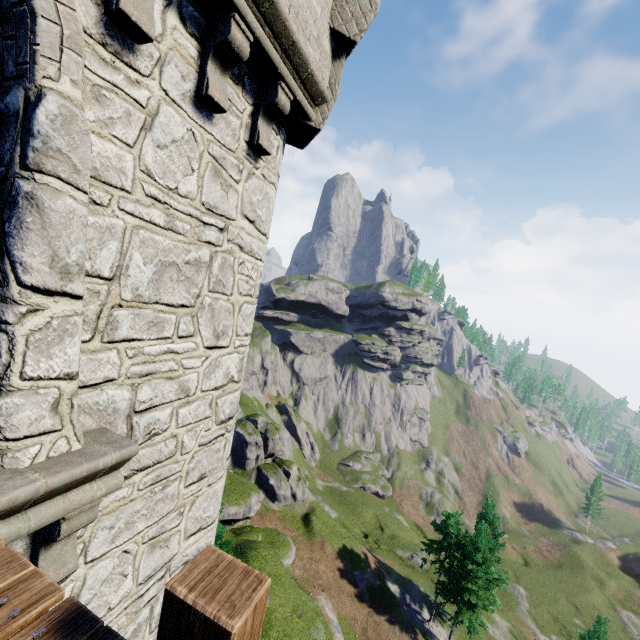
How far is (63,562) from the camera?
3.0m

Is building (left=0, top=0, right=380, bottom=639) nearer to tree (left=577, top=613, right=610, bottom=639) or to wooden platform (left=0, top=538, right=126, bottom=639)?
wooden platform (left=0, top=538, right=126, bottom=639)

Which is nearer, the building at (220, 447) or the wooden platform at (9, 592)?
the wooden platform at (9, 592)

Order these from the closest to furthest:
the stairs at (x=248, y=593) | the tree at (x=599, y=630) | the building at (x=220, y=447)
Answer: the stairs at (x=248, y=593)
the building at (x=220, y=447)
the tree at (x=599, y=630)

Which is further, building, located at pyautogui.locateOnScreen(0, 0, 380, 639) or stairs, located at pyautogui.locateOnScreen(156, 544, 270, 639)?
building, located at pyautogui.locateOnScreen(0, 0, 380, 639)

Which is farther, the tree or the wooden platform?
the tree

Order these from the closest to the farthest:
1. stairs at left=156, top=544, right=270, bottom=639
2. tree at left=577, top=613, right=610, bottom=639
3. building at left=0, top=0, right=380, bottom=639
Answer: stairs at left=156, top=544, right=270, bottom=639 < building at left=0, top=0, right=380, bottom=639 < tree at left=577, top=613, right=610, bottom=639

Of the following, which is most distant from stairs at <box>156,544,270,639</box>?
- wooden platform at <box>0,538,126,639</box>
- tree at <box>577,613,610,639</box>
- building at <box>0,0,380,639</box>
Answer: tree at <box>577,613,610,639</box>
